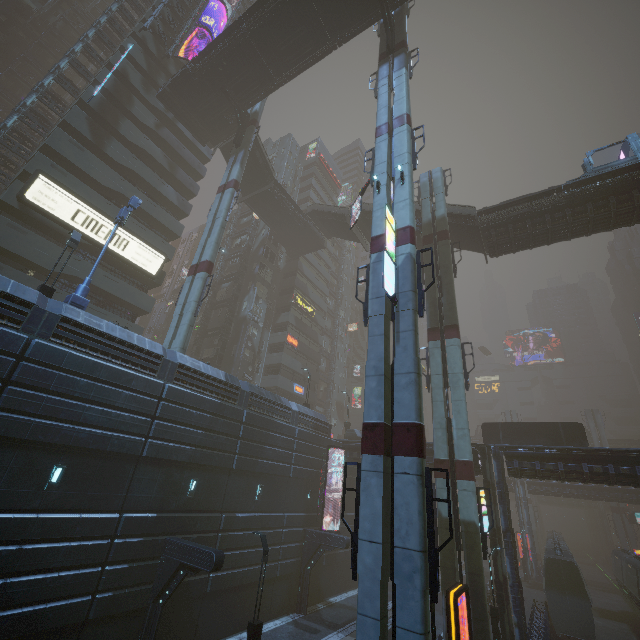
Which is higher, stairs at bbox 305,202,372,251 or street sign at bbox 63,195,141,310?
stairs at bbox 305,202,372,251

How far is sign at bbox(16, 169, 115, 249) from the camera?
22.7 meters

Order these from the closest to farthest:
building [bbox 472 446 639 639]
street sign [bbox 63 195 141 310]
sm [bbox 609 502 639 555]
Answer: street sign [bbox 63 195 141 310]
building [bbox 472 446 639 639]
sm [bbox 609 502 639 555]

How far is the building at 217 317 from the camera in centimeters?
4098cm

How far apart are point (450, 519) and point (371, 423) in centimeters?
366cm

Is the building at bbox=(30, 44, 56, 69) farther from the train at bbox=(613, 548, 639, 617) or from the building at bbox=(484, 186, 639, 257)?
the train at bbox=(613, 548, 639, 617)

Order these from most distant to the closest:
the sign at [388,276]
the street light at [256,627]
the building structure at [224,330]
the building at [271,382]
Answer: the building structure at [224,330] → the building at [271,382] → the street light at [256,627] → the sign at [388,276]

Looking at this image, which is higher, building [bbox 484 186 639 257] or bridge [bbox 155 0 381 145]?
bridge [bbox 155 0 381 145]
